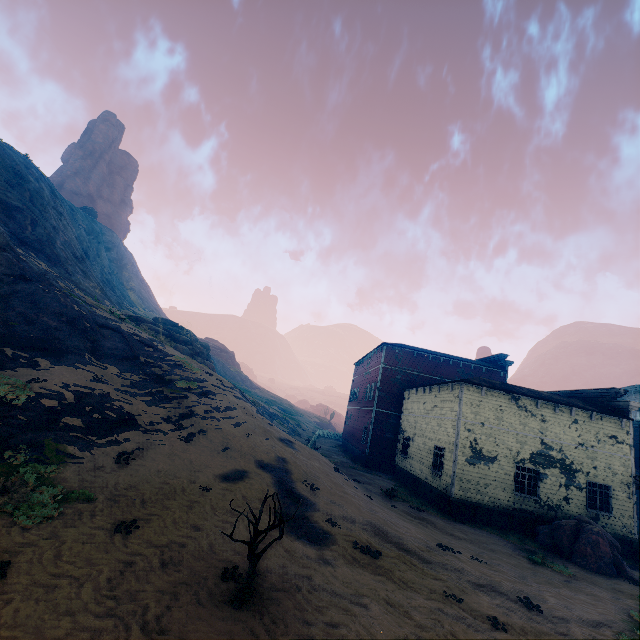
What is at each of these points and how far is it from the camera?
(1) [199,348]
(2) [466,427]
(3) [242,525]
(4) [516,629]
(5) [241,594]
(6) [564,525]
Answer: (1) rock, 34.8 meters
(2) building, 17.7 meters
(3) z, 9.3 meters
(4) z, 7.3 meters
(5) instancedfoliageactor, 6.1 meters
(6) instancedfoliageactor, 14.8 meters

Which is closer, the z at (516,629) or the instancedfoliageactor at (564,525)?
the z at (516,629)

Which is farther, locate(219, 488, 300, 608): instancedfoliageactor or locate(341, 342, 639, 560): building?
locate(341, 342, 639, 560): building

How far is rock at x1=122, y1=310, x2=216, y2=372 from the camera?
26.42m

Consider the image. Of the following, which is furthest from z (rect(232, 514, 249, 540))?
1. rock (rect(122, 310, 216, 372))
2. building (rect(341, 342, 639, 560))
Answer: rock (rect(122, 310, 216, 372))

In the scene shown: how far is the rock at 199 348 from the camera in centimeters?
2642cm

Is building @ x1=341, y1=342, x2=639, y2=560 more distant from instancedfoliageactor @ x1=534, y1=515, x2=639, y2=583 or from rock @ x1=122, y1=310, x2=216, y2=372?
rock @ x1=122, y1=310, x2=216, y2=372

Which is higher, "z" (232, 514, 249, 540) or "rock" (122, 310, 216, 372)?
"rock" (122, 310, 216, 372)
